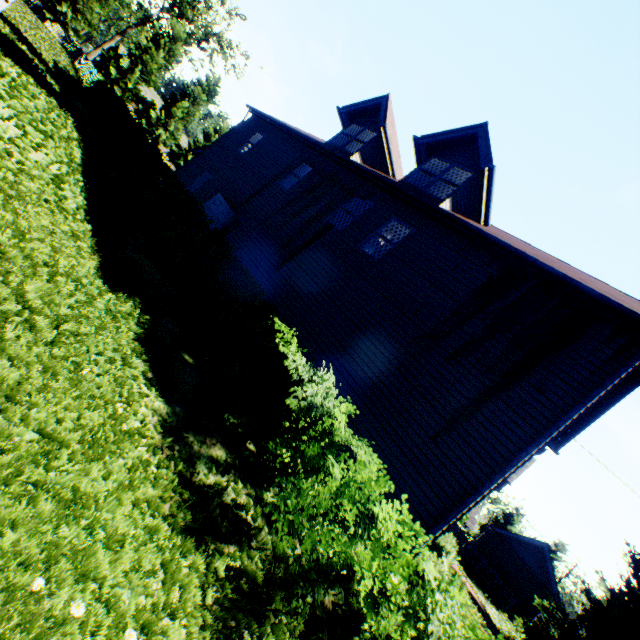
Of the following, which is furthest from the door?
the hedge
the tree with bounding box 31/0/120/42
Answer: the tree with bounding box 31/0/120/42

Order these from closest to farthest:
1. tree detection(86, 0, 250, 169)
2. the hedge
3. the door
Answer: the hedge → the door → tree detection(86, 0, 250, 169)

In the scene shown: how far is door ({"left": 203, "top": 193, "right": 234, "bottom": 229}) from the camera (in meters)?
13.11

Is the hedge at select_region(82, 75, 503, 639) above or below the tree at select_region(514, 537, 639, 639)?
below

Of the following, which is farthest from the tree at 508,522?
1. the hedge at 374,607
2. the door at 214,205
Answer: the door at 214,205

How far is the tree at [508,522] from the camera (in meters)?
46.56

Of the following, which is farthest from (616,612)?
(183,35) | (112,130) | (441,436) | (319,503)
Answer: (183,35)

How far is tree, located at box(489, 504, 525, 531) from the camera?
46.6 meters
